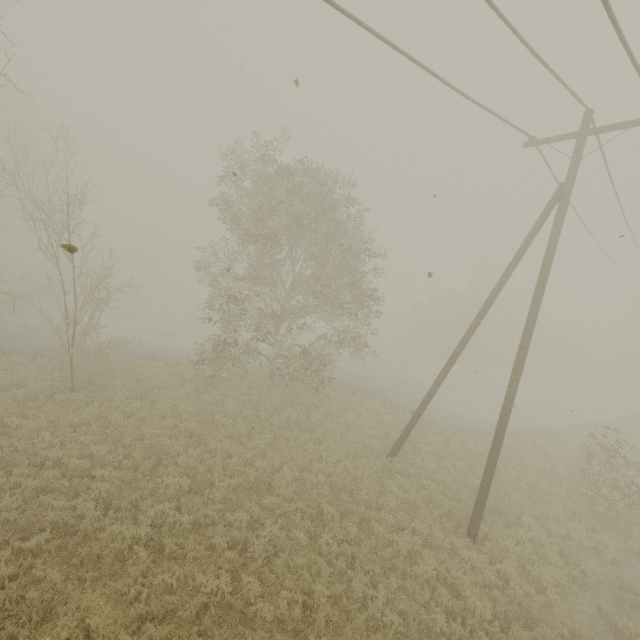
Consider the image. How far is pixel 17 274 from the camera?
26.38m
